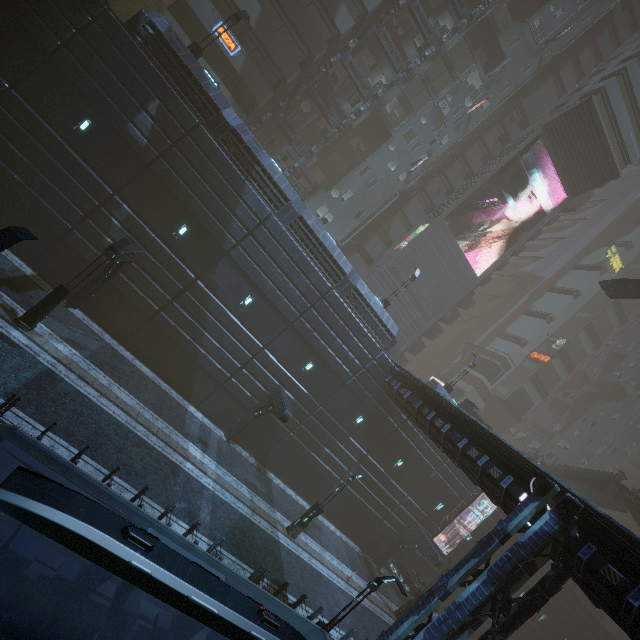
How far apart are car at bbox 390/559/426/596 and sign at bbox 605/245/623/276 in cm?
5501

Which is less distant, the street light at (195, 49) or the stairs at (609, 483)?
the street light at (195, 49)

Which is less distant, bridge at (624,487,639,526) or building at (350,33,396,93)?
bridge at (624,487,639,526)

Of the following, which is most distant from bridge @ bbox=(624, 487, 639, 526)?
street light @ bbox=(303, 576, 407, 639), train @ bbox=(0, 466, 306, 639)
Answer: train @ bbox=(0, 466, 306, 639)

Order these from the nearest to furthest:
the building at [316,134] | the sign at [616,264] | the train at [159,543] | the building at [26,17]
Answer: the train at [159,543] < the building at [26,17] < the building at [316,134] < the sign at [616,264]

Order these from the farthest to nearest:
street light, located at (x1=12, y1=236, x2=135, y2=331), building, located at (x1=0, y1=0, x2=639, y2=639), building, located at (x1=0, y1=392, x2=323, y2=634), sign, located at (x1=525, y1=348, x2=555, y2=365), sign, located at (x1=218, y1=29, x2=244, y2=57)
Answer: sign, located at (x1=525, y1=348, x2=555, y2=365), sign, located at (x1=218, y1=29, x2=244, y2=57), street light, located at (x1=12, y1=236, x2=135, y2=331), building, located at (x1=0, y1=0, x2=639, y2=639), building, located at (x1=0, y1=392, x2=323, y2=634)

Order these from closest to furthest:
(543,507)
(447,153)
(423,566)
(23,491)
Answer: (23,491) < (543,507) < (423,566) < (447,153)

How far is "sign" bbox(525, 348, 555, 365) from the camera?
49.09m
